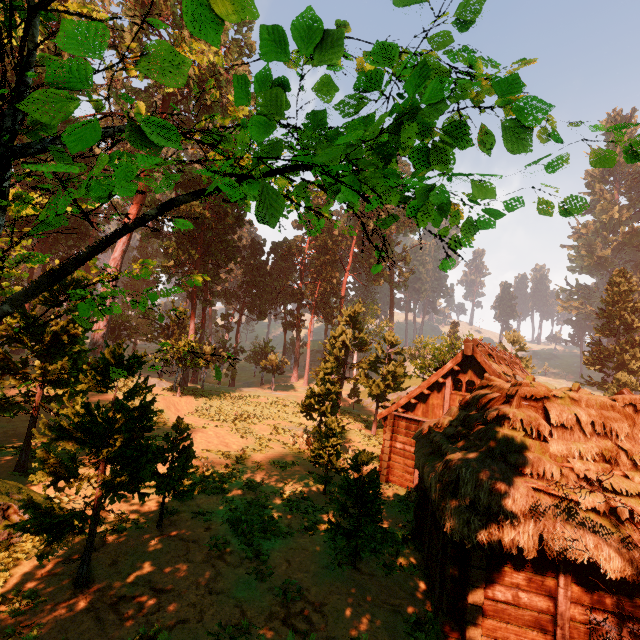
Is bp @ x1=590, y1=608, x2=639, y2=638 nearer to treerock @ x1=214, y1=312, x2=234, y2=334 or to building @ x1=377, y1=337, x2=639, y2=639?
building @ x1=377, y1=337, x2=639, y2=639

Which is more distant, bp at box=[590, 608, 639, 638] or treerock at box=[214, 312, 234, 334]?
treerock at box=[214, 312, 234, 334]

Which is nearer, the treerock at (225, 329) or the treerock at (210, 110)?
the treerock at (210, 110)

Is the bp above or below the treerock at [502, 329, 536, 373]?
below

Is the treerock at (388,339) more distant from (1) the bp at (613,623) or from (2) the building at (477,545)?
(1) the bp at (613,623)

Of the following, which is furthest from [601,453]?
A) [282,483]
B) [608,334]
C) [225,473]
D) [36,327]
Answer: [608,334]

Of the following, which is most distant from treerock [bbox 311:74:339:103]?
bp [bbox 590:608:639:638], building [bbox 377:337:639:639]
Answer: bp [bbox 590:608:639:638]

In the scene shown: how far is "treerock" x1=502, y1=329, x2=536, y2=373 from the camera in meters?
44.2 m
